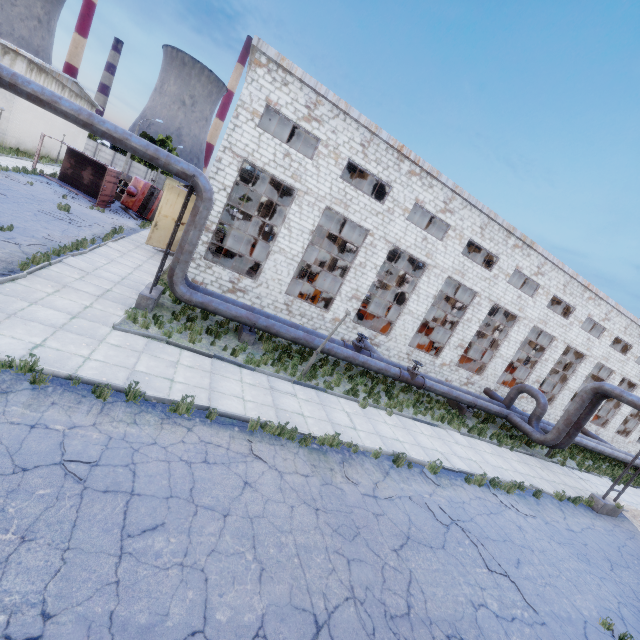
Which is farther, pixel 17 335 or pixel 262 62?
pixel 262 62

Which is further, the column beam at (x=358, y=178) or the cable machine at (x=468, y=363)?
the cable machine at (x=468, y=363)

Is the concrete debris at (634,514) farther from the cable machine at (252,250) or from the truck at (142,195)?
the truck at (142,195)

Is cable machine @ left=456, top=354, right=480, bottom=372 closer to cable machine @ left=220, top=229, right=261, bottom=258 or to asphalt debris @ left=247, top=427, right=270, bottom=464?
cable machine @ left=220, top=229, right=261, bottom=258

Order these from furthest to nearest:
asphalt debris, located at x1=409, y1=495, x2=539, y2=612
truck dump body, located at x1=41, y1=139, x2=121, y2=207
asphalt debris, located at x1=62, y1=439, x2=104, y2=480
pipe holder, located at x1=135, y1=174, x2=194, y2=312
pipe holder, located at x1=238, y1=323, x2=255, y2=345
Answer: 1. truck dump body, located at x1=41, y1=139, x2=121, y2=207
2. pipe holder, located at x1=238, y1=323, x2=255, y2=345
3. pipe holder, located at x1=135, y1=174, x2=194, y2=312
4. asphalt debris, located at x1=409, y1=495, x2=539, y2=612
5. asphalt debris, located at x1=62, y1=439, x2=104, y2=480

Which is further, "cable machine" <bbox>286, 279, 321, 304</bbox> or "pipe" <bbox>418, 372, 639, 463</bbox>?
"cable machine" <bbox>286, 279, 321, 304</bbox>

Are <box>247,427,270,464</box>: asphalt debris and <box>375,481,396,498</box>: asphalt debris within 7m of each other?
yes

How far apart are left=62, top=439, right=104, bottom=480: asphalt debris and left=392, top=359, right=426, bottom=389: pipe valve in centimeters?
1271cm
